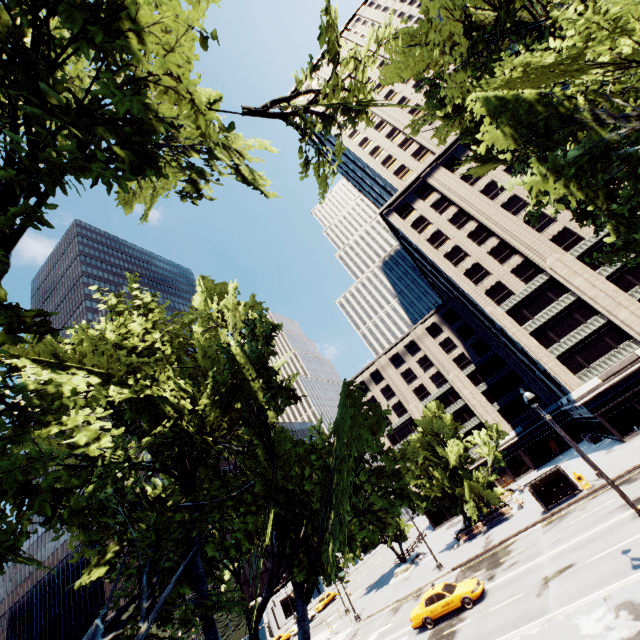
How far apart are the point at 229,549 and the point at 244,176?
12.8m

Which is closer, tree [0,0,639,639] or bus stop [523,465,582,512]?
tree [0,0,639,639]

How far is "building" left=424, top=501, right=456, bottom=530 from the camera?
56.2m

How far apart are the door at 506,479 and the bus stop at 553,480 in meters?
30.0

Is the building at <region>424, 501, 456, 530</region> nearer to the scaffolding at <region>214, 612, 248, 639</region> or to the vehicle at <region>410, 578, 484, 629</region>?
the vehicle at <region>410, 578, 484, 629</region>

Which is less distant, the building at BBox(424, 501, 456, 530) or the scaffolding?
the scaffolding

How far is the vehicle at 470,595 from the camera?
19.4m

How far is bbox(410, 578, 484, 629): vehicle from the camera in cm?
1942
